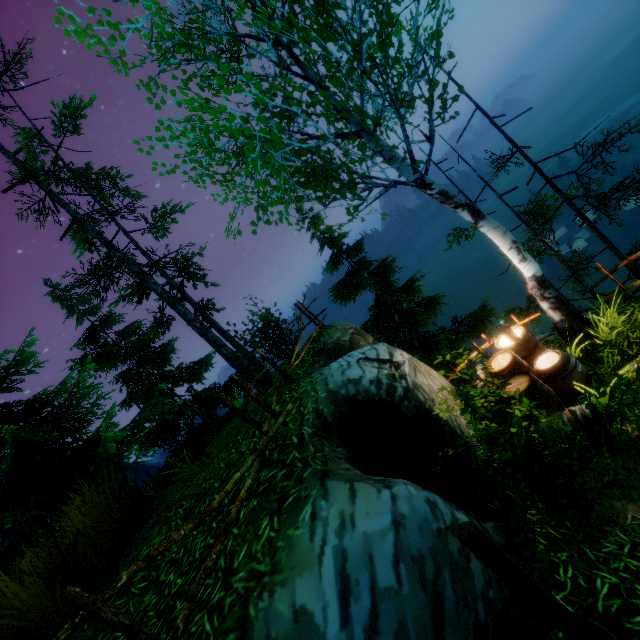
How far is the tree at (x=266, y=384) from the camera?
8.93m

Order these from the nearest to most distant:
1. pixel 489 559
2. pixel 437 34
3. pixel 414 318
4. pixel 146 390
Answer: pixel 489 559 < pixel 437 34 < pixel 414 318 < pixel 146 390

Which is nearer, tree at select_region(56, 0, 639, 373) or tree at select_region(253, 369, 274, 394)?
tree at select_region(56, 0, 639, 373)

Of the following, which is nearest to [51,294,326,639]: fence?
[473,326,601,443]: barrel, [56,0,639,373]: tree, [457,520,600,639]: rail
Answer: [56,0,639,373]: tree

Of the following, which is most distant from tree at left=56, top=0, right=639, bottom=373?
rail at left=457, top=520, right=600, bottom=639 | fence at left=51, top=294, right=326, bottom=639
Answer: rail at left=457, top=520, right=600, bottom=639

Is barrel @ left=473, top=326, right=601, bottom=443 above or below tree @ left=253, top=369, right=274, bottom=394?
below

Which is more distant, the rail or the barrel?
the barrel

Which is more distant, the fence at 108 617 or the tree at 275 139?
the tree at 275 139
